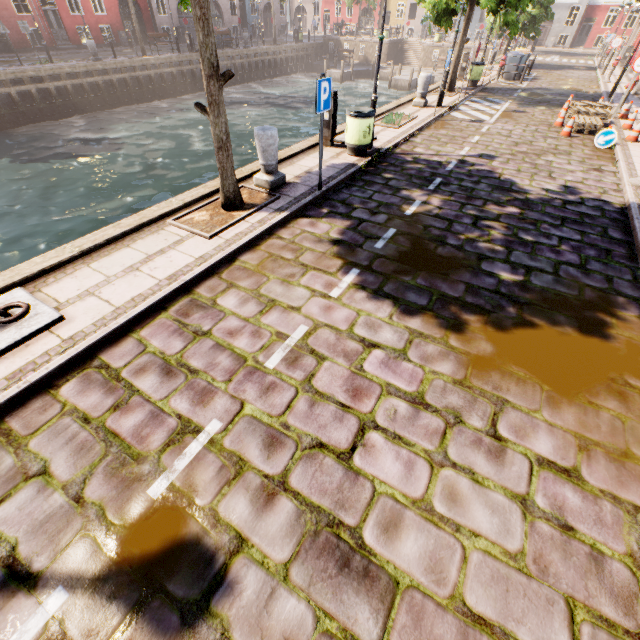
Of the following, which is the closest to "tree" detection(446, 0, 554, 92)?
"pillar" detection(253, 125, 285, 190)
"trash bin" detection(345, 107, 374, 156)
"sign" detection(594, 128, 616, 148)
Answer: "pillar" detection(253, 125, 285, 190)

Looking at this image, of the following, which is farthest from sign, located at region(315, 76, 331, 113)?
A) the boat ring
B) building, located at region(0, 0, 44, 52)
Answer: building, located at region(0, 0, 44, 52)

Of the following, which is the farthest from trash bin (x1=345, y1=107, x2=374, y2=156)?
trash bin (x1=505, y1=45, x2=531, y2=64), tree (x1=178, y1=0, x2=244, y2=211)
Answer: trash bin (x1=505, y1=45, x2=531, y2=64)

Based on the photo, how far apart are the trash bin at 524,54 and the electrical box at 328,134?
19.32m

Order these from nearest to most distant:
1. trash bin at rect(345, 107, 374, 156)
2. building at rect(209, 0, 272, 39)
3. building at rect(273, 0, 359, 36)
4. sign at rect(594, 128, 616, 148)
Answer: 1. trash bin at rect(345, 107, 374, 156)
2. sign at rect(594, 128, 616, 148)
3. building at rect(209, 0, 272, 39)
4. building at rect(273, 0, 359, 36)

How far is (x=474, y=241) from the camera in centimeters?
565cm

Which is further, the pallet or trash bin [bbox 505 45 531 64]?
trash bin [bbox 505 45 531 64]

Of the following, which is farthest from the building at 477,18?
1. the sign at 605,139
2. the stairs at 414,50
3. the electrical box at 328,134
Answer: the sign at 605,139
